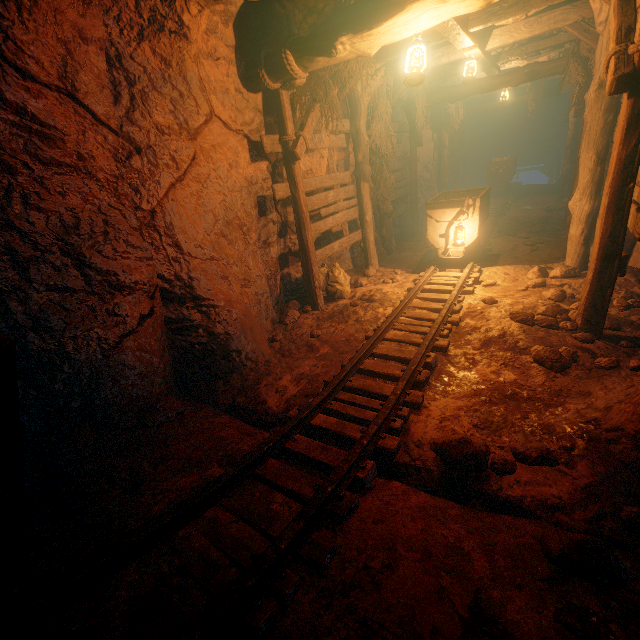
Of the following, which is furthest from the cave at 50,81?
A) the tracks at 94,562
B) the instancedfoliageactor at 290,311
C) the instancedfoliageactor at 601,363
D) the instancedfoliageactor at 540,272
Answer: the instancedfoliageactor at 540,272

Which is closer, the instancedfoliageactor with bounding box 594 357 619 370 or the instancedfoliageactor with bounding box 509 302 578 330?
the instancedfoliageactor with bounding box 594 357 619 370

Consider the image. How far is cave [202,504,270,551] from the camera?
2.0 meters

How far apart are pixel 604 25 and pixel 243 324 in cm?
740

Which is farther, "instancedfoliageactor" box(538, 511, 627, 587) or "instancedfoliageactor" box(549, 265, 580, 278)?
"instancedfoliageactor" box(549, 265, 580, 278)

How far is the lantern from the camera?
3.5 meters

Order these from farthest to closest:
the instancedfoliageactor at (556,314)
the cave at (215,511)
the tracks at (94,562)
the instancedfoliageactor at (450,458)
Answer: the instancedfoliageactor at (556,314) < the instancedfoliageactor at (450,458) < the cave at (215,511) < the tracks at (94,562)
